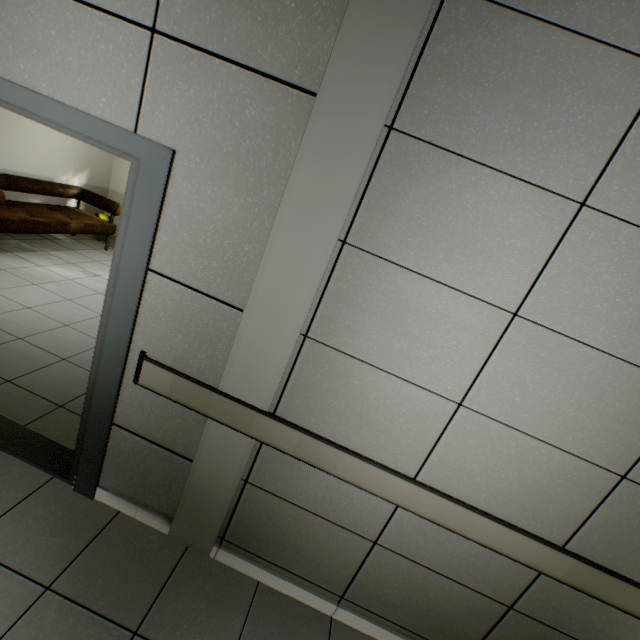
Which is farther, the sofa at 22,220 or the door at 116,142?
the sofa at 22,220

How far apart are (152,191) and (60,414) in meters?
2.1 m

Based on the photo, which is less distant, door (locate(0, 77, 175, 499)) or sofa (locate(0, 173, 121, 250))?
door (locate(0, 77, 175, 499))
